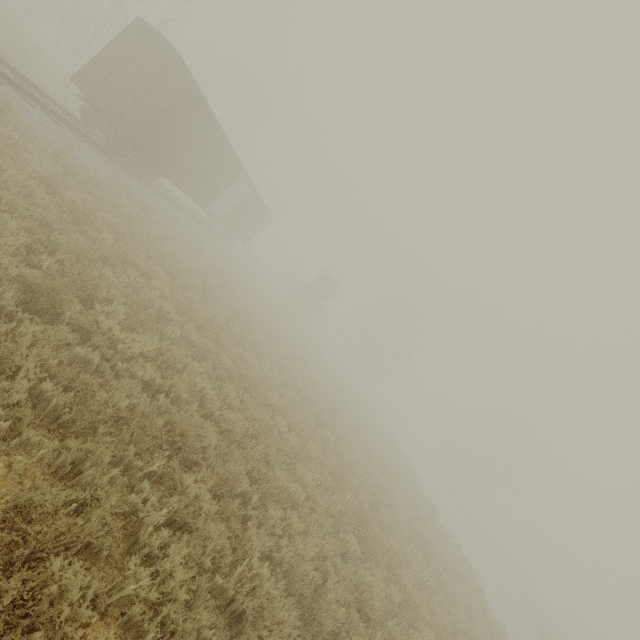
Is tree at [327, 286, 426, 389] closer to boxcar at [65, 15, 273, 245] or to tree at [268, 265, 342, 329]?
tree at [268, 265, 342, 329]

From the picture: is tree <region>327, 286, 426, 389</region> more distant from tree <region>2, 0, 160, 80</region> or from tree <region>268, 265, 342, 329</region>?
tree <region>2, 0, 160, 80</region>

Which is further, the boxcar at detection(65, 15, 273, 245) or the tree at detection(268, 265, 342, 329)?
the tree at detection(268, 265, 342, 329)

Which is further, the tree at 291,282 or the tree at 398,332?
the tree at 398,332

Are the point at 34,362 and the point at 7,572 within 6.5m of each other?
yes

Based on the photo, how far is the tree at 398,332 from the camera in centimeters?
4312cm

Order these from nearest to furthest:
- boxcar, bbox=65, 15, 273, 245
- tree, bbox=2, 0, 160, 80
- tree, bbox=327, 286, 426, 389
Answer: boxcar, bbox=65, 15, 273, 245
tree, bbox=2, 0, 160, 80
tree, bbox=327, 286, 426, 389

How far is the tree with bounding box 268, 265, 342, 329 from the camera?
33.0 meters
